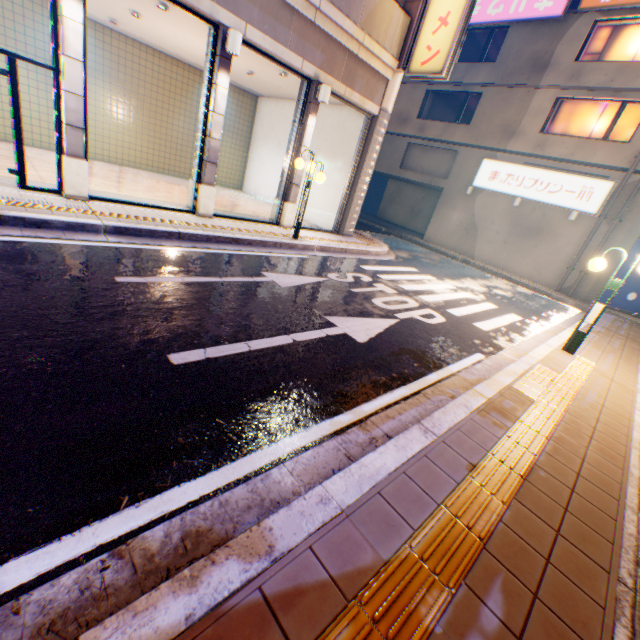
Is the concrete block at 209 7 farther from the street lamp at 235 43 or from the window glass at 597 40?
the window glass at 597 40

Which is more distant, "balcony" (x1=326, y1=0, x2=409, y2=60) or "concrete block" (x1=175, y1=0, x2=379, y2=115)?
"balcony" (x1=326, y1=0, x2=409, y2=60)

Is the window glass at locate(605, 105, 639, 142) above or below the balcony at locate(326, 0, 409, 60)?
above

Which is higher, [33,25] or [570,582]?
[33,25]

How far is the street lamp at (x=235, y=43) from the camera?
→ 7.0 meters

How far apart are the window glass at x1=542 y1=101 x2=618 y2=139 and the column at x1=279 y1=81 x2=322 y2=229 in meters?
13.7 m

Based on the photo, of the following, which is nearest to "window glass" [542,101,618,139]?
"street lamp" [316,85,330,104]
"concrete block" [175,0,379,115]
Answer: "concrete block" [175,0,379,115]

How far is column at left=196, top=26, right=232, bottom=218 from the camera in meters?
7.4 m
